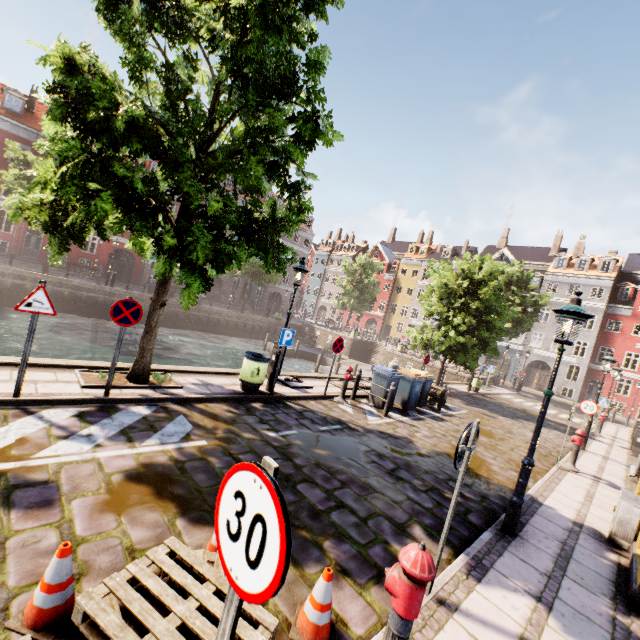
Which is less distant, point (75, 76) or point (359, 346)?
point (75, 76)

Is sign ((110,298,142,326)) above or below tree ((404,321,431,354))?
below

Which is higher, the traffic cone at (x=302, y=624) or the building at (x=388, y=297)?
the building at (x=388, y=297)

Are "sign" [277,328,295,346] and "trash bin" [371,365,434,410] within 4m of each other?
no

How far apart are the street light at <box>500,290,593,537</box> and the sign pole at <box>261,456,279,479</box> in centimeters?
521cm

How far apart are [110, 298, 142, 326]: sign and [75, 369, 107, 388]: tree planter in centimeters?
152cm

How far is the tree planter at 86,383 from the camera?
6.4 meters

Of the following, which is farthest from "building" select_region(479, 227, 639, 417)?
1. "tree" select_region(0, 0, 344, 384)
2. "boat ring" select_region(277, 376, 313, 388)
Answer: "boat ring" select_region(277, 376, 313, 388)
